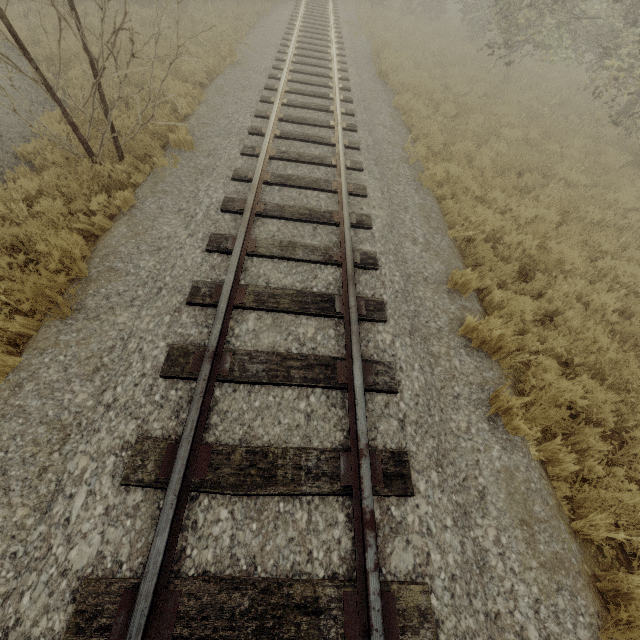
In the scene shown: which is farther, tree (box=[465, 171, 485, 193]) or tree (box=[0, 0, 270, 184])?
tree (box=[465, 171, 485, 193])

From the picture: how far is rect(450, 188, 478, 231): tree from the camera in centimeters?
656cm

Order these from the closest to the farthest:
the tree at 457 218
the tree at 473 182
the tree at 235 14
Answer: the tree at 235 14
the tree at 457 218
the tree at 473 182

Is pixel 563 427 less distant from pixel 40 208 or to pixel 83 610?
pixel 83 610

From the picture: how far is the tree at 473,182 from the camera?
7.3 meters

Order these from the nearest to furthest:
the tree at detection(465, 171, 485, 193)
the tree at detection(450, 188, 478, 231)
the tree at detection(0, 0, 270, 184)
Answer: the tree at detection(0, 0, 270, 184)
the tree at detection(450, 188, 478, 231)
the tree at detection(465, 171, 485, 193)
